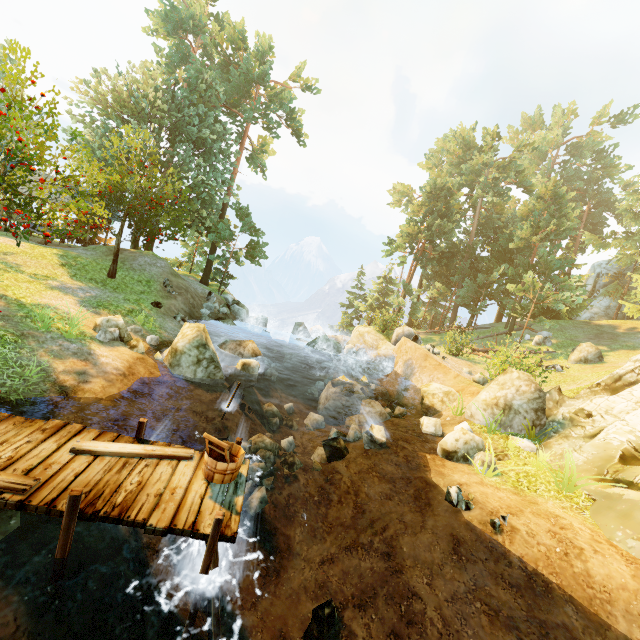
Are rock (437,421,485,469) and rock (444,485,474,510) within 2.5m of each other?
yes

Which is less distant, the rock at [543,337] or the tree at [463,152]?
the rock at [543,337]

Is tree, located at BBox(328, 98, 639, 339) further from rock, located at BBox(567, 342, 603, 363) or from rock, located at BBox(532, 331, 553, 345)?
rock, located at BBox(567, 342, 603, 363)

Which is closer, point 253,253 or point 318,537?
point 318,537

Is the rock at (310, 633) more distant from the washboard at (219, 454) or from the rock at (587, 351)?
the rock at (587, 351)

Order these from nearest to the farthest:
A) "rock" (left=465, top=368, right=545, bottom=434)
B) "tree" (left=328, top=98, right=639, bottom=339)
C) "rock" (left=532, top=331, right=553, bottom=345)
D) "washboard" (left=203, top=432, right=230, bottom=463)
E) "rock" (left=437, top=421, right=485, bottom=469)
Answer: "washboard" (left=203, top=432, right=230, bottom=463) → "rock" (left=437, top=421, right=485, bottom=469) → "rock" (left=465, top=368, right=545, bottom=434) → "rock" (left=532, top=331, right=553, bottom=345) → "tree" (left=328, top=98, right=639, bottom=339)

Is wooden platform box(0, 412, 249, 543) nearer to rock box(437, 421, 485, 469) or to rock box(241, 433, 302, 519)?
rock box(241, 433, 302, 519)

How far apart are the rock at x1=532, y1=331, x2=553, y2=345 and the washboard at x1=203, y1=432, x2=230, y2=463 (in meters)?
28.61
